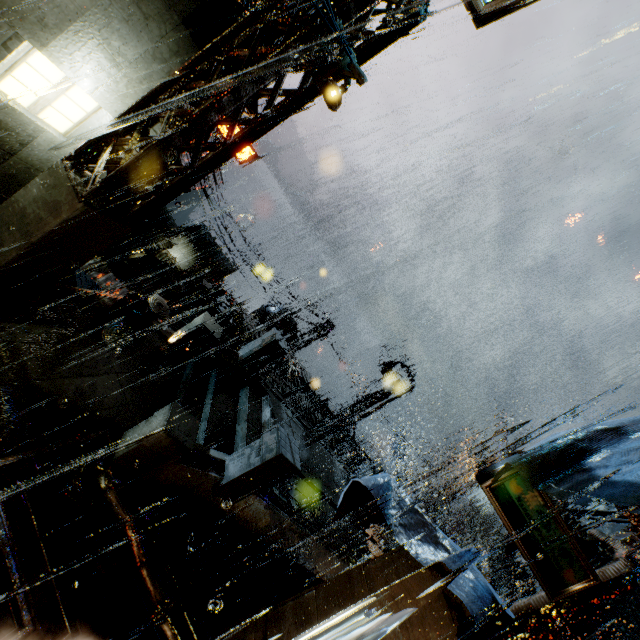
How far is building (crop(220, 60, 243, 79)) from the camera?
6.95m

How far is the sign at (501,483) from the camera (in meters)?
4.07

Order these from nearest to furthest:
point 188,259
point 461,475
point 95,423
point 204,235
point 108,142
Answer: point 108,142, point 95,423, point 461,475, point 188,259, point 204,235

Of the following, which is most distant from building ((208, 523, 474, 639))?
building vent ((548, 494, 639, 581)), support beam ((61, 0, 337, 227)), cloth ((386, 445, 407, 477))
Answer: cloth ((386, 445, 407, 477))

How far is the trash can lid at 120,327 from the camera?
8.51m

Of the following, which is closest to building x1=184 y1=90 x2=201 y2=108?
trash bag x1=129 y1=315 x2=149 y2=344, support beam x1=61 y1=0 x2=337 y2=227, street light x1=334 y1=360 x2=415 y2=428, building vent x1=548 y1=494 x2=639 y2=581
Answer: building vent x1=548 y1=494 x2=639 y2=581

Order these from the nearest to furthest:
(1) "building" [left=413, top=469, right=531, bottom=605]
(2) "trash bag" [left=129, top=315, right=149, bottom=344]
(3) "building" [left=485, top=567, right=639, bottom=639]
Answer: (3) "building" [left=485, top=567, right=639, bottom=639] → (2) "trash bag" [left=129, top=315, right=149, bottom=344] → (1) "building" [left=413, top=469, right=531, bottom=605]
